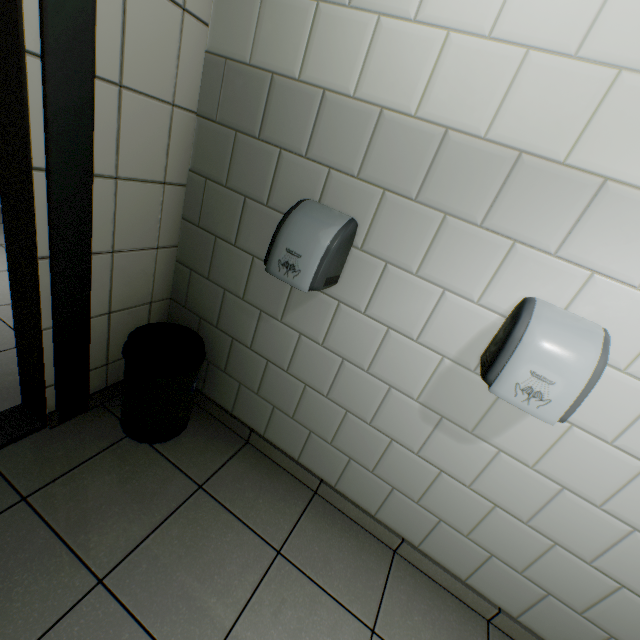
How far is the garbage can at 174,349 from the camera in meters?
1.5 m

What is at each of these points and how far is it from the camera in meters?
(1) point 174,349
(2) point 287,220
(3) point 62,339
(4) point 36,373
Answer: (1) garbage can, 1.9 m
(2) hand dryer, 1.3 m
(3) door, 1.5 m
(4) door, 1.5 m

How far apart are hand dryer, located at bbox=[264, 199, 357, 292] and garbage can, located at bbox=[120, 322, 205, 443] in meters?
0.6 m

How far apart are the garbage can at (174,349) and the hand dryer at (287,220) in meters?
0.6 m

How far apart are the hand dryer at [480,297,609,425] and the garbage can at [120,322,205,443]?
1.29m

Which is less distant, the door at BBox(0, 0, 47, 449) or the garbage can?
the door at BBox(0, 0, 47, 449)

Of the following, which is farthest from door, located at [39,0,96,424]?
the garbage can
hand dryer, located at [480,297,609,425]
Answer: hand dryer, located at [480,297,609,425]

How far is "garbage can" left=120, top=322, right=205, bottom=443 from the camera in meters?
1.5 m
